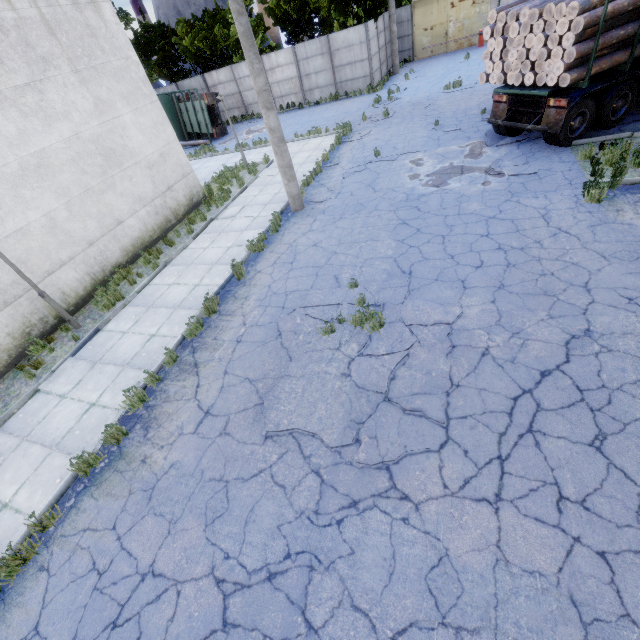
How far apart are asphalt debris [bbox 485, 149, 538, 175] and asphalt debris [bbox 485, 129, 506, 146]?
0.5 meters

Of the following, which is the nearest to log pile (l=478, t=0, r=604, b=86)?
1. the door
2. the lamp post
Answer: the lamp post

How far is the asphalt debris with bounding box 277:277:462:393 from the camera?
5.4m

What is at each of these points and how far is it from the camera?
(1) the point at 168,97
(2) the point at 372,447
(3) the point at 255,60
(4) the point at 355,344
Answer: (1) truck, 25.5m
(2) asphalt debris, 4.7m
(3) lamp post, 8.6m
(4) asphalt debris, 6.2m

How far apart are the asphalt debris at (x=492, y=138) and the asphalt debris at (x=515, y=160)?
0.5m

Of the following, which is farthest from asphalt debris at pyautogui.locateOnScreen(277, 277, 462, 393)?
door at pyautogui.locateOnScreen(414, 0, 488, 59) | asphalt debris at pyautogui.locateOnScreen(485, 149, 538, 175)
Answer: door at pyautogui.locateOnScreen(414, 0, 488, 59)

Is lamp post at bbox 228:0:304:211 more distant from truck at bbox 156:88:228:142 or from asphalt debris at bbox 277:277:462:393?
truck at bbox 156:88:228:142

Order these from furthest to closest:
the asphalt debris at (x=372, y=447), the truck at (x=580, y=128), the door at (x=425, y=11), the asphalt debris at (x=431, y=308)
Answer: the door at (x=425, y=11)
the truck at (x=580, y=128)
the asphalt debris at (x=431, y=308)
the asphalt debris at (x=372, y=447)
